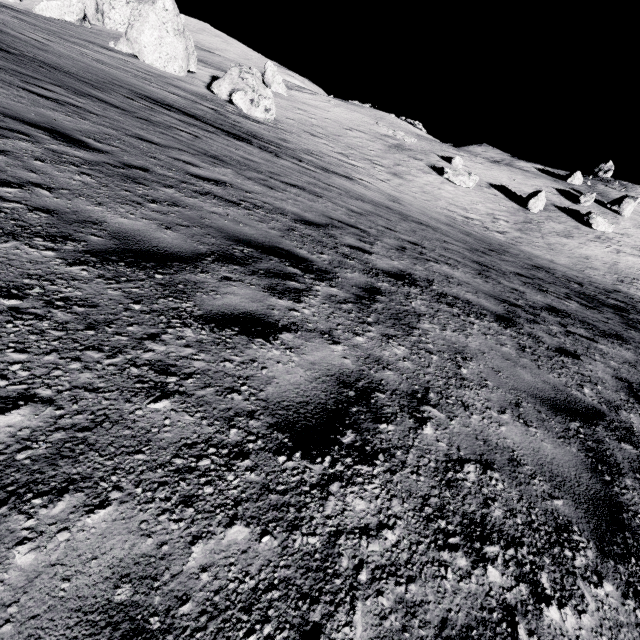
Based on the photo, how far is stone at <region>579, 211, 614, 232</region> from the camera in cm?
3491

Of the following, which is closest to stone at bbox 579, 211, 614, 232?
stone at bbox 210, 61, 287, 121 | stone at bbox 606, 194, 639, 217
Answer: stone at bbox 606, 194, 639, 217

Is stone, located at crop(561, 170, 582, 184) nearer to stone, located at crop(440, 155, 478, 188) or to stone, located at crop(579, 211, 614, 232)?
stone, located at crop(579, 211, 614, 232)

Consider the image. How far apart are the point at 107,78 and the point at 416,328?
17.79m

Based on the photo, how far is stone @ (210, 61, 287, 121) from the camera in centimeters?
2328cm

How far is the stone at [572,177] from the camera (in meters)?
55.78

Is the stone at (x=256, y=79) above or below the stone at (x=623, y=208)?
below

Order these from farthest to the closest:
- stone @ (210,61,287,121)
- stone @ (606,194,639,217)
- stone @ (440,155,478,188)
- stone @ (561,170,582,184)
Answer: stone @ (561,170,582,184)
stone @ (606,194,639,217)
stone @ (440,155,478,188)
stone @ (210,61,287,121)
